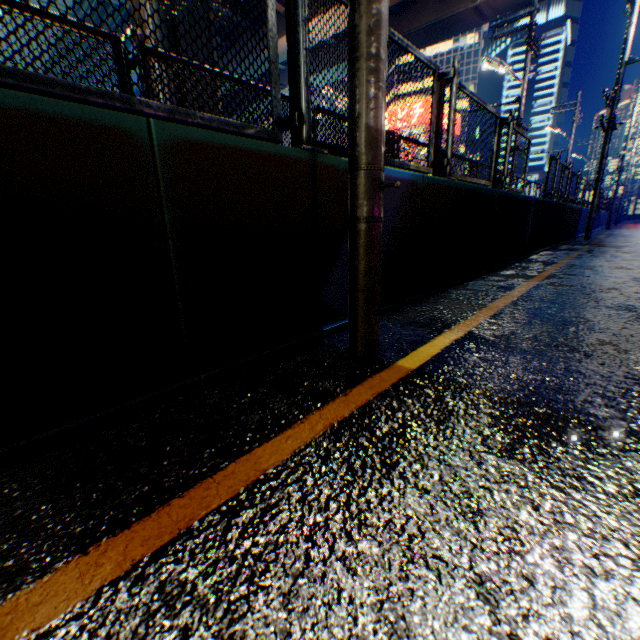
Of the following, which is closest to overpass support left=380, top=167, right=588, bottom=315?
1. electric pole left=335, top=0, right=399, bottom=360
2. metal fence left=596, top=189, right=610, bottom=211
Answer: metal fence left=596, top=189, right=610, bottom=211

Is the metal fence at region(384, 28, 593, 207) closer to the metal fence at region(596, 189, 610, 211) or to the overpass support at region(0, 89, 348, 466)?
the overpass support at region(0, 89, 348, 466)

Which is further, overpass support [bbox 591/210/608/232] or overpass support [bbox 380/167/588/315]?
overpass support [bbox 591/210/608/232]

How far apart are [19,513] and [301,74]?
2.7m

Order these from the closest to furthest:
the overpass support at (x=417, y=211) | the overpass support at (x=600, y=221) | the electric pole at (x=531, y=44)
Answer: the overpass support at (x=417, y=211) → the electric pole at (x=531, y=44) → the overpass support at (x=600, y=221)

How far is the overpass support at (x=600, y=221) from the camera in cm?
2095

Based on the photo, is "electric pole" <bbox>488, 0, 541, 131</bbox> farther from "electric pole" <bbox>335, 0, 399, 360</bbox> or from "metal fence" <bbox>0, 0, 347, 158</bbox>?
"electric pole" <bbox>335, 0, 399, 360</bbox>

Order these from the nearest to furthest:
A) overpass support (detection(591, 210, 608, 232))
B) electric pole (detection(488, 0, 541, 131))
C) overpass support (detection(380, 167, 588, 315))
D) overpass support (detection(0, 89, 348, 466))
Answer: overpass support (detection(0, 89, 348, 466))
overpass support (detection(380, 167, 588, 315))
electric pole (detection(488, 0, 541, 131))
overpass support (detection(591, 210, 608, 232))
